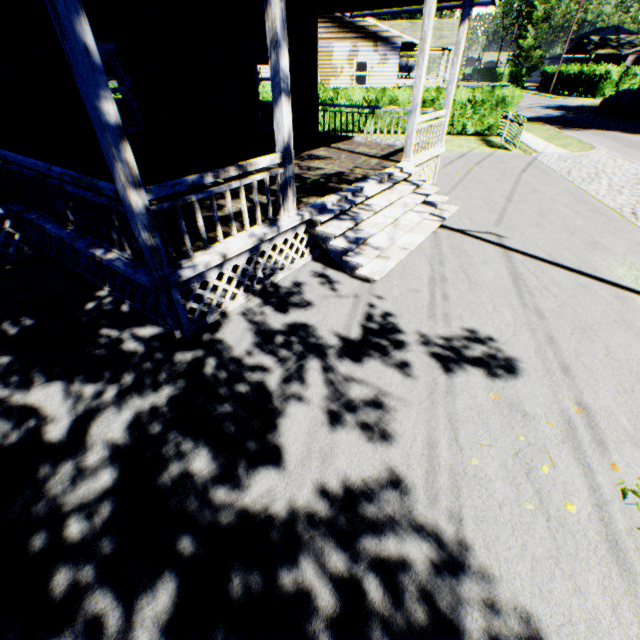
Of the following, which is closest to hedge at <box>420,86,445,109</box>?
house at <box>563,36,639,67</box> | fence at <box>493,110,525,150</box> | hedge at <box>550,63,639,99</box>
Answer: fence at <box>493,110,525,150</box>

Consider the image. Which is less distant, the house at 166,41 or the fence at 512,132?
the house at 166,41

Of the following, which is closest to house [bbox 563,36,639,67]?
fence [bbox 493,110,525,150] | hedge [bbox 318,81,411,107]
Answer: hedge [bbox 318,81,411,107]

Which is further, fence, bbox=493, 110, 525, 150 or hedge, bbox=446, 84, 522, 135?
hedge, bbox=446, 84, 522, 135

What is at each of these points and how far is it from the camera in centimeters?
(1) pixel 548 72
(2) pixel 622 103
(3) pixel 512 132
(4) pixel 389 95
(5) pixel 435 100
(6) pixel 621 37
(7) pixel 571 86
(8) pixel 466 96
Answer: (1) hedge, 4809cm
(2) car, 2494cm
(3) fence, 1530cm
(4) hedge, 1745cm
(5) hedge, 1725cm
(6) house, 5116cm
(7) hedge, 4166cm
(8) hedge, 1686cm

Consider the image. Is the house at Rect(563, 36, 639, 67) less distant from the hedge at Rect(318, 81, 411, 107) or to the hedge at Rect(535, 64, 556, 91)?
the hedge at Rect(535, 64, 556, 91)

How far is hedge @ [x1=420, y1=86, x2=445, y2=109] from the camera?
16.89m

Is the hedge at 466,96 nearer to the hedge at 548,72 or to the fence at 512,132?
the fence at 512,132
